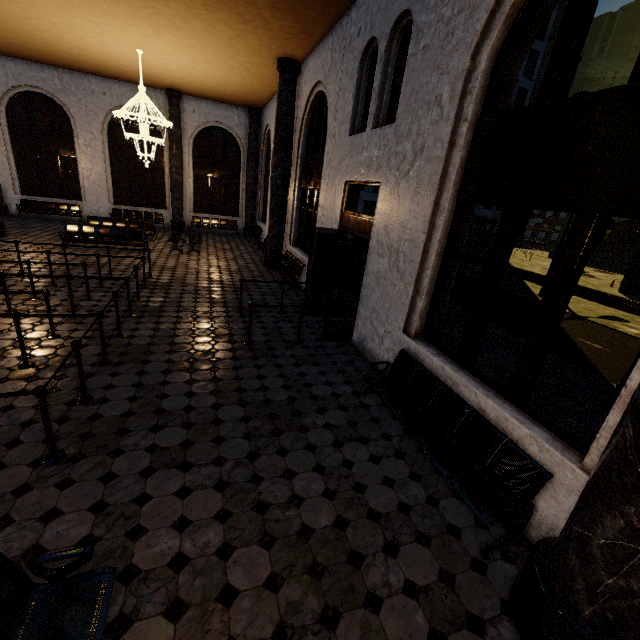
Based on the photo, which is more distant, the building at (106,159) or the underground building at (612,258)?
the underground building at (612,258)

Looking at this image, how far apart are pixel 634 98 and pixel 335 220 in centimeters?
573cm

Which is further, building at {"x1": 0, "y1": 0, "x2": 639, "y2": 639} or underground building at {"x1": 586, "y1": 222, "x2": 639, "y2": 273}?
underground building at {"x1": 586, "y1": 222, "x2": 639, "y2": 273}
